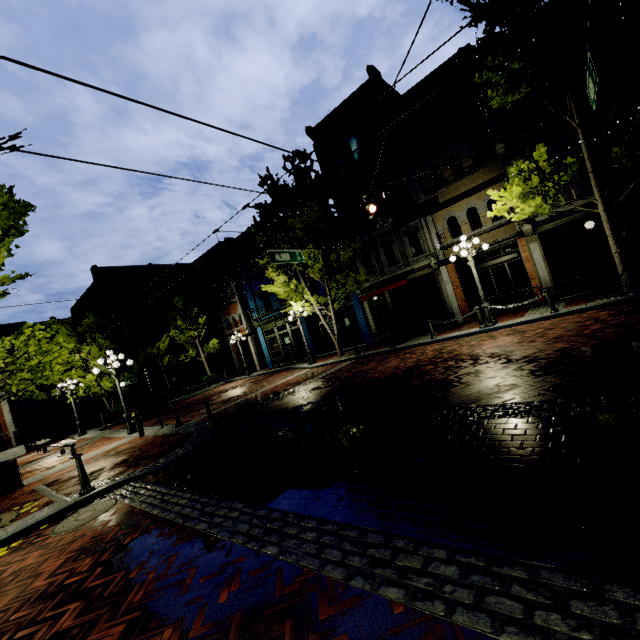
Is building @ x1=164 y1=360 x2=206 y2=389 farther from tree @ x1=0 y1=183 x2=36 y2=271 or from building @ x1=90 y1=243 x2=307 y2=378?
tree @ x1=0 y1=183 x2=36 y2=271

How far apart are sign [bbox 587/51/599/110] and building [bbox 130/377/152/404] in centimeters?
3446cm

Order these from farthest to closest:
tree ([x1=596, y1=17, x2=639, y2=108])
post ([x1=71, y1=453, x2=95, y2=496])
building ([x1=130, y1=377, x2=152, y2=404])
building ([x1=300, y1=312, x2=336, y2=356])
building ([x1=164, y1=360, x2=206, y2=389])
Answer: building ([x1=164, y1=360, x2=206, y2=389]) < building ([x1=130, y1=377, x2=152, y2=404]) < building ([x1=300, y1=312, x2=336, y2=356]) < tree ([x1=596, y1=17, x2=639, y2=108]) < post ([x1=71, y1=453, x2=95, y2=496])

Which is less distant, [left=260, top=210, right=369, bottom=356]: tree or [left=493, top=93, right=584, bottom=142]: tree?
[left=493, top=93, right=584, bottom=142]: tree

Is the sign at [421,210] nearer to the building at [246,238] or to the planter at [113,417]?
the building at [246,238]

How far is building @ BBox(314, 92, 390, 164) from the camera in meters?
17.8

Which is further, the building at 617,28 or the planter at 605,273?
the planter at 605,273

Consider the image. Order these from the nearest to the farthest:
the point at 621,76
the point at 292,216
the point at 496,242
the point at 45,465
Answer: the point at 621,76 < the point at 45,465 < the point at 496,242 < the point at 292,216
